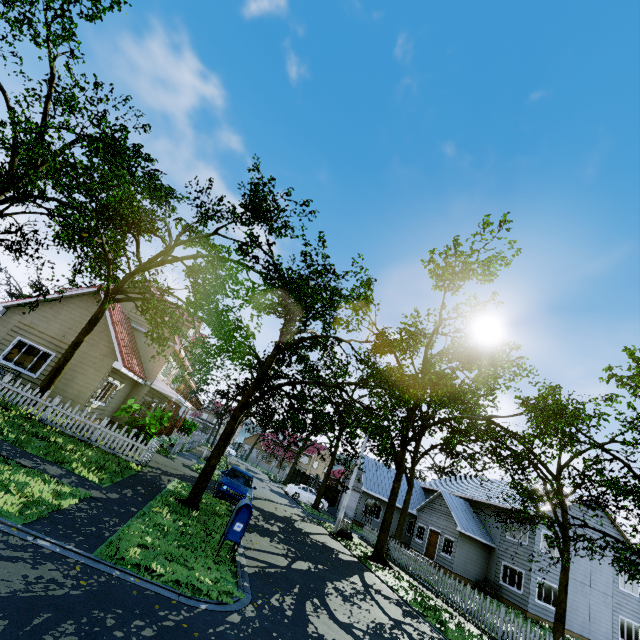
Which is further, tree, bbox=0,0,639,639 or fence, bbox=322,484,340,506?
fence, bbox=322,484,340,506

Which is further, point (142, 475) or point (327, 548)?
point (327, 548)

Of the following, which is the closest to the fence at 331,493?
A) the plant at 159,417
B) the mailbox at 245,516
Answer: the plant at 159,417

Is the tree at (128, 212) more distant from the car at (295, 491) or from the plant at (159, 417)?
the car at (295, 491)

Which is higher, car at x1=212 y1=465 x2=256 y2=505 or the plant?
the plant

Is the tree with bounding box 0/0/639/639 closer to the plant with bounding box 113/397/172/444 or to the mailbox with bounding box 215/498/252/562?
the plant with bounding box 113/397/172/444

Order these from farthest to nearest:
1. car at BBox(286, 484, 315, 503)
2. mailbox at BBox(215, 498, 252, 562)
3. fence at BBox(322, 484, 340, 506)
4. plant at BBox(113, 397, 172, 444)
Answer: fence at BBox(322, 484, 340, 506) < car at BBox(286, 484, 315, 503) < plant at BBox(113, 397, 172, 444) < mailbox at BBox(215, 498, 252, 562)

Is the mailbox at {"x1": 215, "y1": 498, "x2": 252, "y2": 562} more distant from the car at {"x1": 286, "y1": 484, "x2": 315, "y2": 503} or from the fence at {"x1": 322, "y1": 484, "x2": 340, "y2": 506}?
the fence at {"x1": 322, "y1": 484, "x2": 340, "y2": 506}
